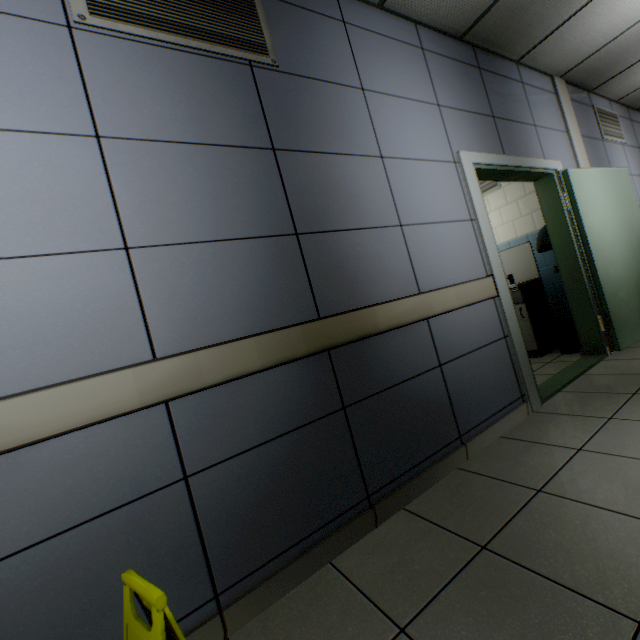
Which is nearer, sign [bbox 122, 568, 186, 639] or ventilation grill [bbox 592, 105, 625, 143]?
sign [bbox 122, 568, 186, 639]

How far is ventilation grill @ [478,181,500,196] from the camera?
4.6 meters

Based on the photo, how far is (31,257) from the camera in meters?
1.2

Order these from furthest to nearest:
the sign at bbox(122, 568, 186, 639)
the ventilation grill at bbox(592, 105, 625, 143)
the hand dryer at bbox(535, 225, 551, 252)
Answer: the ventilation grill at bbox(592, 105, 625, 143) → the hand dryer at bbox(535, 225, 551, 252) → the sign at bbox(122, 568, 186, 639)

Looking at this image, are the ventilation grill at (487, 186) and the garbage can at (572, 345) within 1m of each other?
no

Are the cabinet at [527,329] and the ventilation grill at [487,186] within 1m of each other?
no

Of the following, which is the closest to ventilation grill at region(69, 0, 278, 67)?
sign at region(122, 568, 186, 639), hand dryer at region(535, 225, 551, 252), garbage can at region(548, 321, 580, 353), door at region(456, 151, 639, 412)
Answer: door at region(456, 151, 639, 412)

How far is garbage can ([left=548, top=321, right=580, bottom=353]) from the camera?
3.9m
